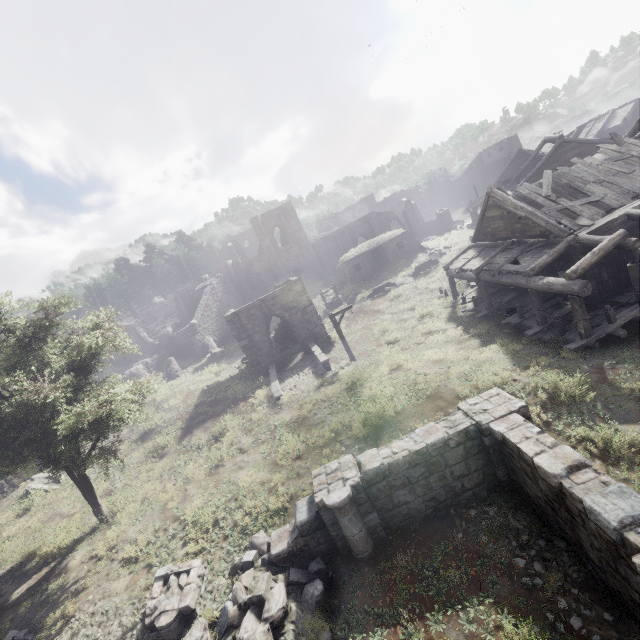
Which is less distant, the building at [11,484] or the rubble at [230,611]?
the rubble at [230,611]

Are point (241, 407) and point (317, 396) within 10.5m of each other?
yes

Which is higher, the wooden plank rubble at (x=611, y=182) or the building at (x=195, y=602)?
the wooden plank rubble at (x=611, y=182)

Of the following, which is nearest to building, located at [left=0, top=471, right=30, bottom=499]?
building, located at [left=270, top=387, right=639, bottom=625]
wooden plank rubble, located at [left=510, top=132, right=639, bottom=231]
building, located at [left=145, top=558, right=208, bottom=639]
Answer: building, located at [left=145, top=558, right=208, bottom=639]

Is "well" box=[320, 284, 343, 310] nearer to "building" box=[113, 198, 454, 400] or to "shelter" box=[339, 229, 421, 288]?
"shelter" box=[339, 229, 421, 288]

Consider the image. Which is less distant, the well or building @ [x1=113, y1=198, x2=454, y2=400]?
building @ [x1=113, y1=198, x2=454, y2=400]

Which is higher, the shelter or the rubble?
the shelter

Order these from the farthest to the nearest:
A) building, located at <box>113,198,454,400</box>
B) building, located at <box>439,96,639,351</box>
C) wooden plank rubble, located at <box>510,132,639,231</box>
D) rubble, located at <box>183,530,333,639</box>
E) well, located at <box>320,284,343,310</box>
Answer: well, located at <box>320,284,343,310</box>
building, located at <box>113,198,454,400</box>
wooden plank rubble, located at <box>510,132,639,231</box>
building, located at <box>439,96,639,351</box>
rubble, located at <box>183,530,333,639</box>
